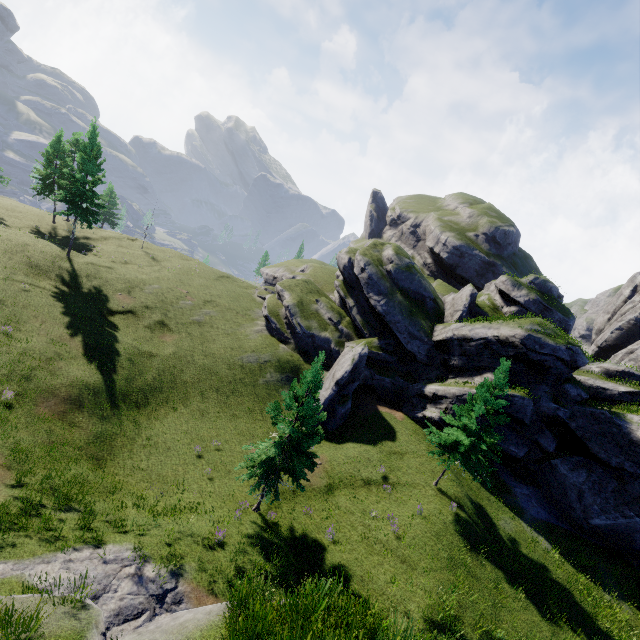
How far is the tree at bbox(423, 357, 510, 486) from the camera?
21.0 meters

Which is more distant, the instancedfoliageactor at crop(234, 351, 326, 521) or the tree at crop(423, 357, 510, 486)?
the tree at crop(423, 357, 510, 486)

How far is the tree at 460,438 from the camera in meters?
21.0

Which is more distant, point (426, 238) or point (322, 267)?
point (426, 238)

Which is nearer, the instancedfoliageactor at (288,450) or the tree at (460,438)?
the instancedfoliageactor at (288,450)

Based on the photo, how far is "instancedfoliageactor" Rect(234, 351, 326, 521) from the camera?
16.3 meters
